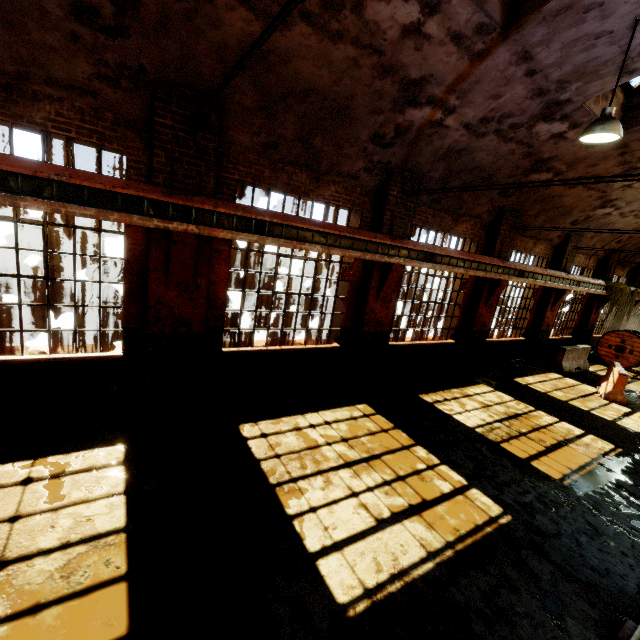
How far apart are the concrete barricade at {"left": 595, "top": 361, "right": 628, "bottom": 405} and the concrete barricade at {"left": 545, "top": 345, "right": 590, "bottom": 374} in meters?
0.9

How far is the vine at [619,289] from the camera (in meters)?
15.74

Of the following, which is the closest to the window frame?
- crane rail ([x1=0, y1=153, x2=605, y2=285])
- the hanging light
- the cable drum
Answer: the hanging light

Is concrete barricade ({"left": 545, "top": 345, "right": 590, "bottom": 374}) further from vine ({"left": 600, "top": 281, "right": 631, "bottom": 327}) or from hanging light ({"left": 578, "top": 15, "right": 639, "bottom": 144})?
hanging light ({"left": 578, "top": 15, "right": 639, "bottom": 144})

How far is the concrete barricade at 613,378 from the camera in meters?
10.5 m

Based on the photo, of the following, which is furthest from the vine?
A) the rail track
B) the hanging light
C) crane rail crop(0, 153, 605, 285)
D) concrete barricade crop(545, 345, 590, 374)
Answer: the hanging light

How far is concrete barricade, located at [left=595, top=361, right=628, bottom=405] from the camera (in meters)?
10.55

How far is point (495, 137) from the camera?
7.42m
